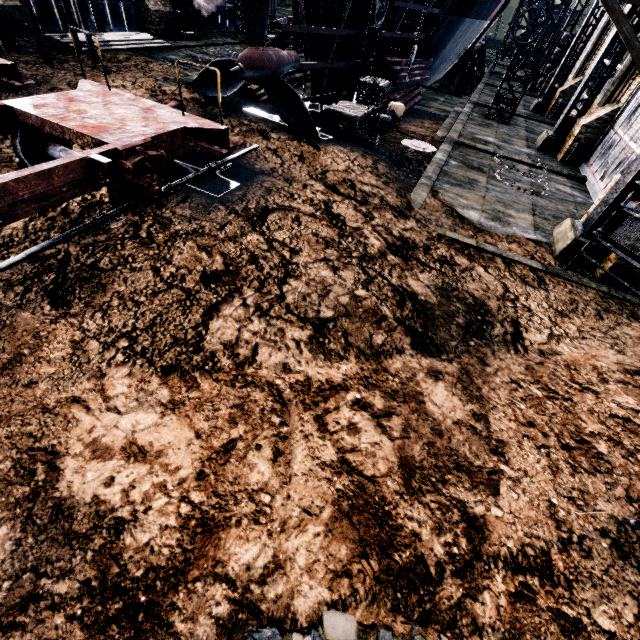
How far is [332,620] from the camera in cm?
314

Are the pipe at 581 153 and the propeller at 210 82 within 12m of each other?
no

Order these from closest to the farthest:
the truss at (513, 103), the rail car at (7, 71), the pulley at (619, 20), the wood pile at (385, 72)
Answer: the rail car at (7, 71) → the pulley at (619, 20) → the truss at (513, 103) → the wood pile at (385, 72)

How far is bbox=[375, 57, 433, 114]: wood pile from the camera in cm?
1908

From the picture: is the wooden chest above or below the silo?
below

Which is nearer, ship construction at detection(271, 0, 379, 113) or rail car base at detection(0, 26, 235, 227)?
rail car base at detection(0, 26, 235, 227)

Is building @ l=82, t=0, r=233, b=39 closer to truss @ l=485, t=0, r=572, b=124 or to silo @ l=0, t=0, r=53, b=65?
silo @ l=0, t=0, r=53, b=65

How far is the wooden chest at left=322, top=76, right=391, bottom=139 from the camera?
13.98m
